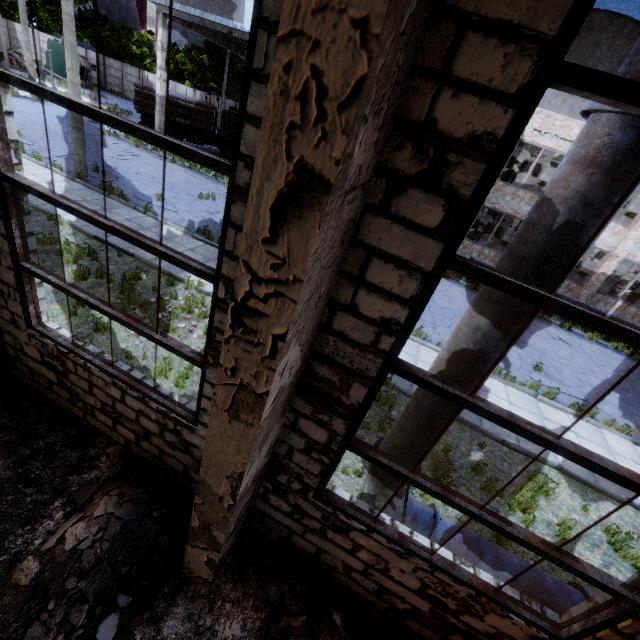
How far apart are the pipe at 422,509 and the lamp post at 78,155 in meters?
17.2 m

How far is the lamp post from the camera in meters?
13.4

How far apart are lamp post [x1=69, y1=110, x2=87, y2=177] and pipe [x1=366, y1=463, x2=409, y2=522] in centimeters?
1716cm

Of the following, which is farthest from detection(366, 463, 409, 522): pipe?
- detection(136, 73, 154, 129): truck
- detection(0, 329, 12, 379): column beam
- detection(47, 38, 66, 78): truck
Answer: detection(47, 38, 66, 78): truck

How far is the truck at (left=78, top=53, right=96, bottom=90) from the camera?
36.22m

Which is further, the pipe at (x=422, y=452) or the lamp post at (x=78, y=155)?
the lamp post at (x=78, y=155)

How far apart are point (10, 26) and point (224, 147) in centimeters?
4637cm
